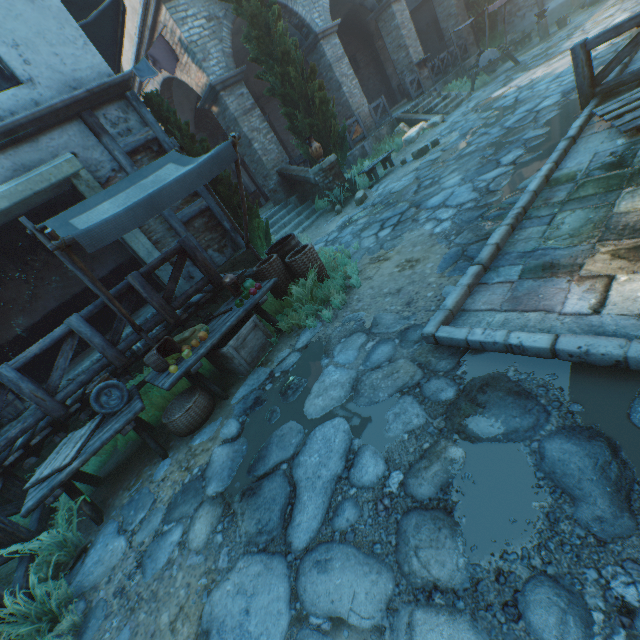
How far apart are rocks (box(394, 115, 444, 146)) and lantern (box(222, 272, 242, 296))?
10.3m

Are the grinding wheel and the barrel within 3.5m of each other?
no

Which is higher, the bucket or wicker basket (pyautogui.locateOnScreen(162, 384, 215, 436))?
the bucket

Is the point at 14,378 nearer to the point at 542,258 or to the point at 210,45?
the point at 542,258

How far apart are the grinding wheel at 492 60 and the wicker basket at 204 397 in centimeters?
1656cm

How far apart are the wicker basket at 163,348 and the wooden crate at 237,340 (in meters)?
0.32

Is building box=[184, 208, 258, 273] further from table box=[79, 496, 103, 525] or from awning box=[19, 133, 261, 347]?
Answer: table box=[79, 496, 103, 525]

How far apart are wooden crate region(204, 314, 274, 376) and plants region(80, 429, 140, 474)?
1.9m
